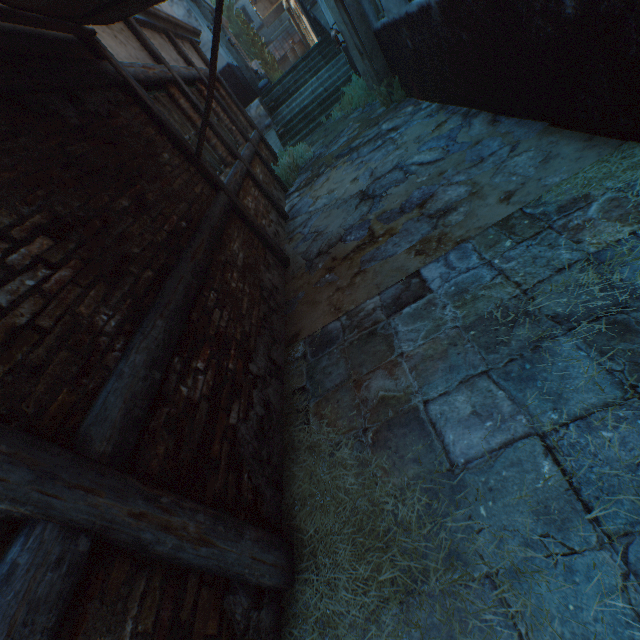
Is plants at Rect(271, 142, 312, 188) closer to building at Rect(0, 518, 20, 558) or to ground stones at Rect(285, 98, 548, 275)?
ground stones at Rect(285, 98, 548, 275)

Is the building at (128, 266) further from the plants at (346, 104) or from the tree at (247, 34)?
the plants at (346, 104)

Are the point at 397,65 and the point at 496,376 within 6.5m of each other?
no

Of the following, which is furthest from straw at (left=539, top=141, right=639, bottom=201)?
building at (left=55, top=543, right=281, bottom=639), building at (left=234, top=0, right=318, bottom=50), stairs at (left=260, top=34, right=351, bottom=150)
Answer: building at (left=234, top=0, right=318, bottom=50)

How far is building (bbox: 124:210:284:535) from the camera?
1.8m

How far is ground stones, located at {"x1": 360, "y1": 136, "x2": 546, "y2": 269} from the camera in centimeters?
317cm

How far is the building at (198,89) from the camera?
6.1m

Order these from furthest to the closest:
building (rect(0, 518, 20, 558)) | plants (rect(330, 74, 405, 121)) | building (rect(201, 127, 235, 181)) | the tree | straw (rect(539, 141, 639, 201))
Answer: the tree < plants (rect(330, 74, 405, 121)) < building (rect(201, 127, 235, 181)) < straw (rect(539, 141, 639, 201)) < building (rect(0, 518, 20, 558))
